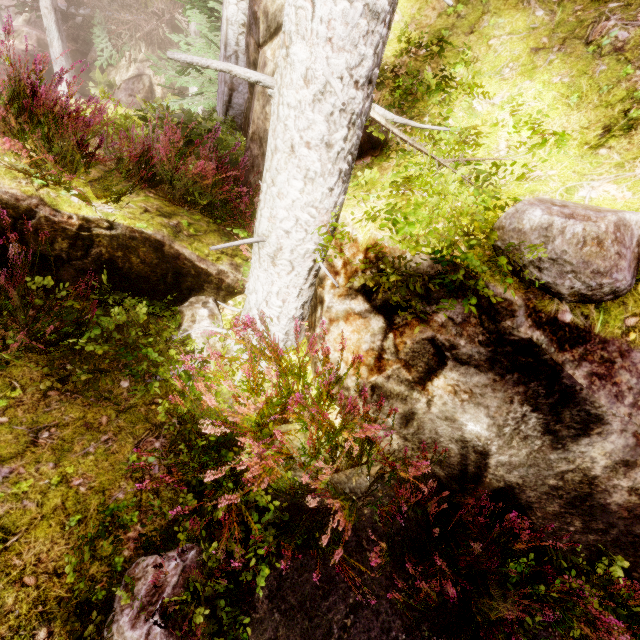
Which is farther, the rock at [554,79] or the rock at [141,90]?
the rock at [141,90]

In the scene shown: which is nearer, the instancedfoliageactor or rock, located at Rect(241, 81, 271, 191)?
the instancedfoliageactor

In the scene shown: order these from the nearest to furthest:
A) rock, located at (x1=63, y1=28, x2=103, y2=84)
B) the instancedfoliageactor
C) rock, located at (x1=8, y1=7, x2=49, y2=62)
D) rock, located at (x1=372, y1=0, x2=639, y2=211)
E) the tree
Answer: the instancedfoliageactor, rock, located at (x1=372, y1=0, x2=639, y2=211), the tree, rock, located at (x1=8, y1=7, x2=49, y2=62), rock, located at (x1=63, y1=28, x2=103, y2=84)

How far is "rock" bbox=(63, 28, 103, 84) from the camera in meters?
21.2 m

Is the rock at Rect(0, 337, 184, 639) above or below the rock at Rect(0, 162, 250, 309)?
below

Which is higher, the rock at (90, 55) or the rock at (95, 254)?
the rock at (95, 254)

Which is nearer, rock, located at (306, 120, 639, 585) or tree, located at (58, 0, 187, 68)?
rock, located at (306, 120, 639, 585)

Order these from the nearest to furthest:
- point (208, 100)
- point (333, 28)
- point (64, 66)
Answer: point (333, 28)
point (208, 100)
point (64, 66)
